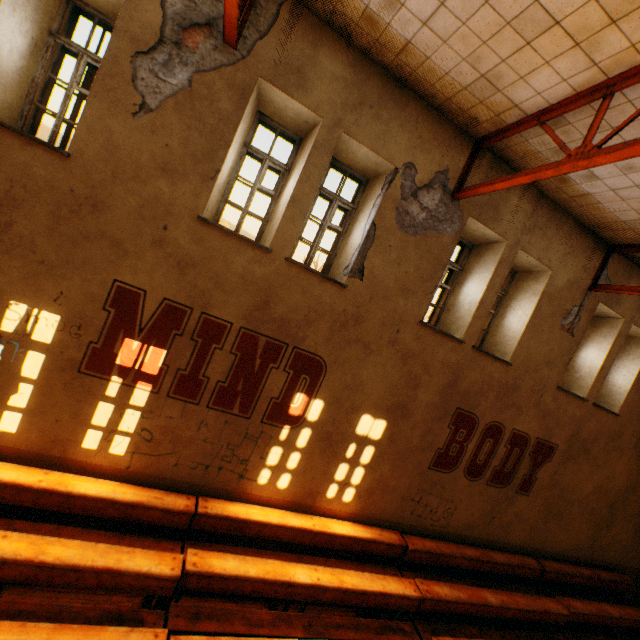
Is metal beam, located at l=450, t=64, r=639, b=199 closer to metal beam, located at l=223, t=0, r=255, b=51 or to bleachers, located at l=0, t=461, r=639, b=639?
metal beam, located at l=223, t=0, r=255, b=51

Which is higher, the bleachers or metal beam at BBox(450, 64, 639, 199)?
metal beam at BBox(450, 64, 639, 199)

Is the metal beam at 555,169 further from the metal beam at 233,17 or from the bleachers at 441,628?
the bleachers at 441,628

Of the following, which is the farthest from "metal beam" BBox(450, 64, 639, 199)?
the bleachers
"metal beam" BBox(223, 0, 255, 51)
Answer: the bleachers

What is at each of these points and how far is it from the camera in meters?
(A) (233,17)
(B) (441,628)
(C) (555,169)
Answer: (A) metal beam, 3.6
(B) bleachers, 5.6
(C) metal beam, 3.8
